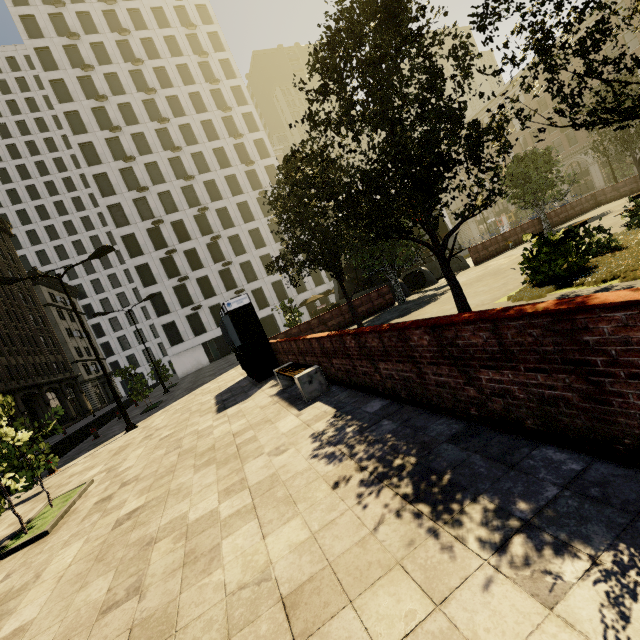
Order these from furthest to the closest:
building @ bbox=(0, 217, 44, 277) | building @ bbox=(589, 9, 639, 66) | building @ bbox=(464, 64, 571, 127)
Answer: building @ bbox=(464, 64, 571, 127)
building @ bbox=(0, 217, 44, 277)
building @ bbox=(589, 9, 639, 66)

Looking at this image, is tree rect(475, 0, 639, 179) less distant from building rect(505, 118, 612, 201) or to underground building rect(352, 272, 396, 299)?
underground building rect(352, 272, 396, 299)

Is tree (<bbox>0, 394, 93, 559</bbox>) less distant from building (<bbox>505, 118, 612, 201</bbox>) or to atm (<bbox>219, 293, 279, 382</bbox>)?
building (<bbox>505, 118, 612, 201</bbox>)

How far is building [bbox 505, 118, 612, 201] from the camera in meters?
41.3

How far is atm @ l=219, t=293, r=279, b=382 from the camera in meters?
12.0 m

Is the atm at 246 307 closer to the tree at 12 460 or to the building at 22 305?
the tree at 12 460

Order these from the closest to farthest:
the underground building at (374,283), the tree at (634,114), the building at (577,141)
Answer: the tree at (634,114) → the underground building at (374,283) → the building at (577,141)

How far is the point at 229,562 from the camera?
3.1m
